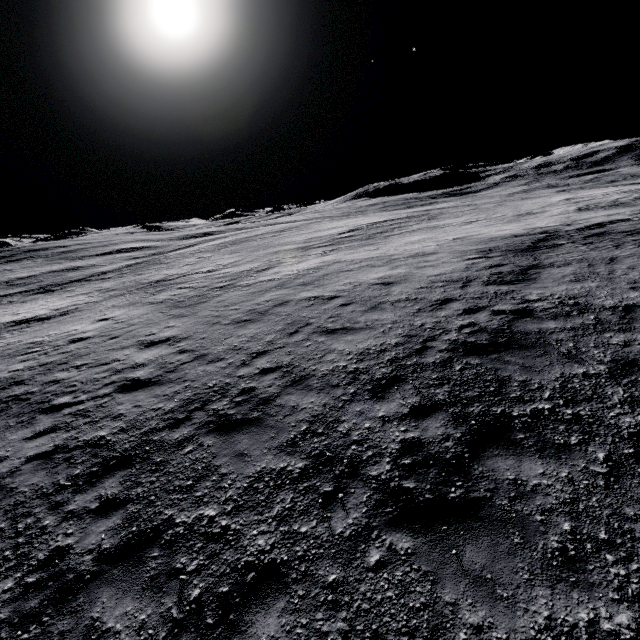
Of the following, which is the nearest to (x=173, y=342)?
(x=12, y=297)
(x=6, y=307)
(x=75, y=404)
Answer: (x=75, y=404)
